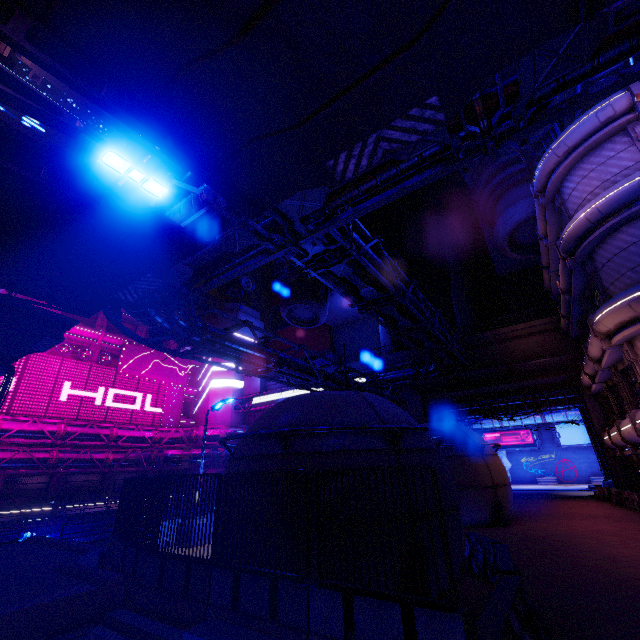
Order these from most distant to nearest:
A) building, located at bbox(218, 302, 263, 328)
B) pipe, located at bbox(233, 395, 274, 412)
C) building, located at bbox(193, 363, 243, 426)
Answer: building, located at bbox(218, 302, 263, 328)
building, located at bbox(193, 363, 243, 426)
pipe, located at bbox(233, 395, 274, 412)

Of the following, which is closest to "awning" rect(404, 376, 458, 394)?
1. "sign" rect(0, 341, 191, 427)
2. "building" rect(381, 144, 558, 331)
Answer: "building" rect(381, 144, 558, 331)

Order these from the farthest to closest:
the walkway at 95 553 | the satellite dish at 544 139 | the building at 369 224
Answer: the building at 369 224, the satellite dish at 544 139, the walkway at 95 553

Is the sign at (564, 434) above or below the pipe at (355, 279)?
below

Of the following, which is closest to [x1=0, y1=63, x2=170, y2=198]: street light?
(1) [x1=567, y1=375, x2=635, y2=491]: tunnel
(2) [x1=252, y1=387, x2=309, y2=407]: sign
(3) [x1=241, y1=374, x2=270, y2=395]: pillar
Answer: (2) [x1=252, y1=387, x2=309, y2=407]: sign

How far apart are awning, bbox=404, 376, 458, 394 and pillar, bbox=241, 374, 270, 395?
23.00m

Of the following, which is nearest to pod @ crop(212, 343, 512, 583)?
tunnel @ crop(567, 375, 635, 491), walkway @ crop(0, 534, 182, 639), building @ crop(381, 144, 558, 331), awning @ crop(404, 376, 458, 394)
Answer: walkway @ crop(0, 534, 182, 639)

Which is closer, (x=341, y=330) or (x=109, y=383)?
(x=109, y=383)
